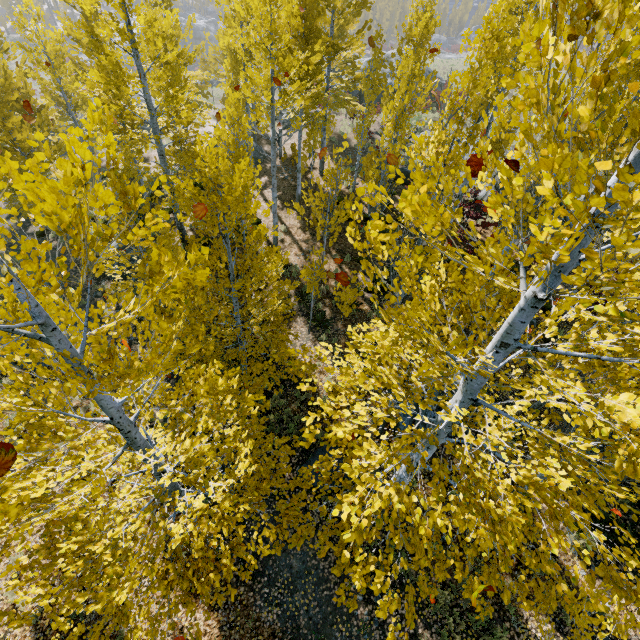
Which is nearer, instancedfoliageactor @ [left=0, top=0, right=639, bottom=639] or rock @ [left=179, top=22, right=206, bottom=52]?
instancedfoliageactor @ [left=0, top=0, right=639, bottom=639]

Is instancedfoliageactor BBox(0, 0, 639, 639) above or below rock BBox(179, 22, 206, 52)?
above

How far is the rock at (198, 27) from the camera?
58.1 meters

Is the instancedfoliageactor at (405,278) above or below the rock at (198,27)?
above

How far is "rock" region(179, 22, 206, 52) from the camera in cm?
5806

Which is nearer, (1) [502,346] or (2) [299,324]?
(1) [502,346]
